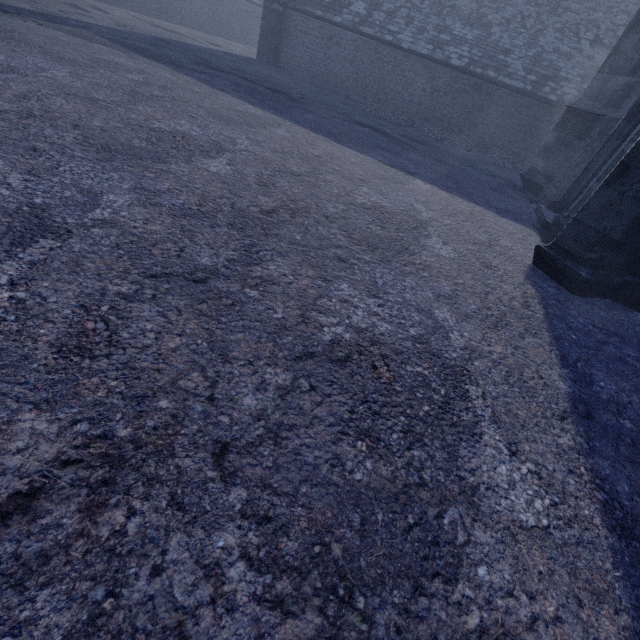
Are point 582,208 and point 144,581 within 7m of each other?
yes
